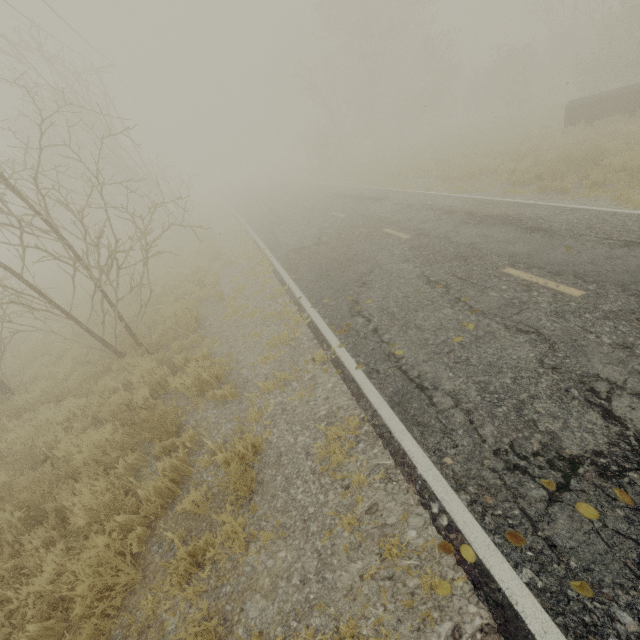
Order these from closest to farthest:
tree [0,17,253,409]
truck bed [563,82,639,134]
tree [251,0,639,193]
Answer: tree [0,17,253,409] < truck bed [563,82,639,134] < tree [251,0,639,193]

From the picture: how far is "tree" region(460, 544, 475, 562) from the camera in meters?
2.7 m

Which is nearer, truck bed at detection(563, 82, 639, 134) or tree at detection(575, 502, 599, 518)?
tree at detection(575, 502, 599, 518)

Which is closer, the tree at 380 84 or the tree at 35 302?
the tree at 35 302

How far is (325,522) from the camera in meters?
3.5

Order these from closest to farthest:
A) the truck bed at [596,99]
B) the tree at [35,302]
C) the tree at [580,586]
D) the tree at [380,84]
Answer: the tree at [580,586] → the tree at [35,302] → the truck bed at [596,99] → the tree at [380,84]

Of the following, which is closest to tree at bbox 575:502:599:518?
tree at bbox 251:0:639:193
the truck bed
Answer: the truck bed
